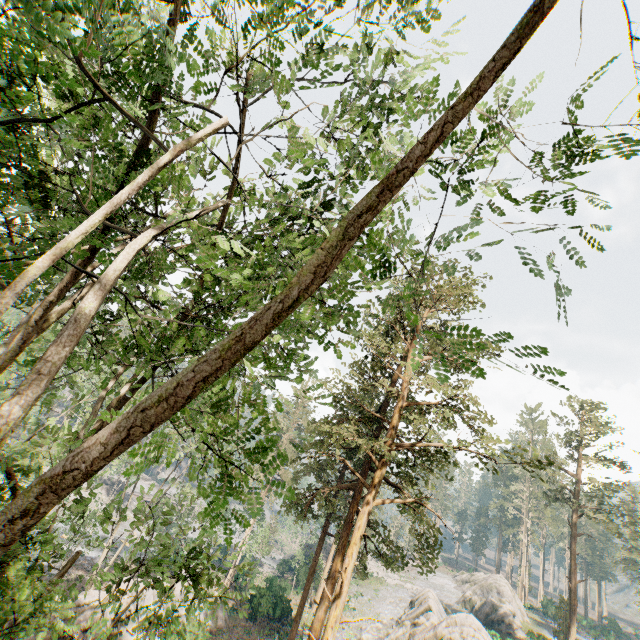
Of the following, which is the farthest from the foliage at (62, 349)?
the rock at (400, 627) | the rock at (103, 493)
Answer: the rock at (400, 627)

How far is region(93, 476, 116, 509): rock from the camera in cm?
5344

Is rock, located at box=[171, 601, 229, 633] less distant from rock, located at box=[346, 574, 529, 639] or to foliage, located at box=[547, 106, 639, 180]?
foliage, located at box=[547, 106, 639, 180]

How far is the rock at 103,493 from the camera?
53.44m

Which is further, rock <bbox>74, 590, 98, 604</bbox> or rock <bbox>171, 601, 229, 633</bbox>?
rock <bbox>171, 601, 229, 633</bbox>

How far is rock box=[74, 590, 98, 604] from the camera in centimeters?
1750cm

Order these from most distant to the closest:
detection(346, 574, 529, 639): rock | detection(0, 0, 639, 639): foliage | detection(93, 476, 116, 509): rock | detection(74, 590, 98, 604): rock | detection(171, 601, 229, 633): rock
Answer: detection(93, 476, 116, 509): rock, detection(346, 574, 529, 639): rock, detection(171, 601, 229, 633): rock, detection(74, 590, 98, 604): rock, detection(0, 0, 639, 639): foliage

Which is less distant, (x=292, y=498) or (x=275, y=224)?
(x=292, y=498)
